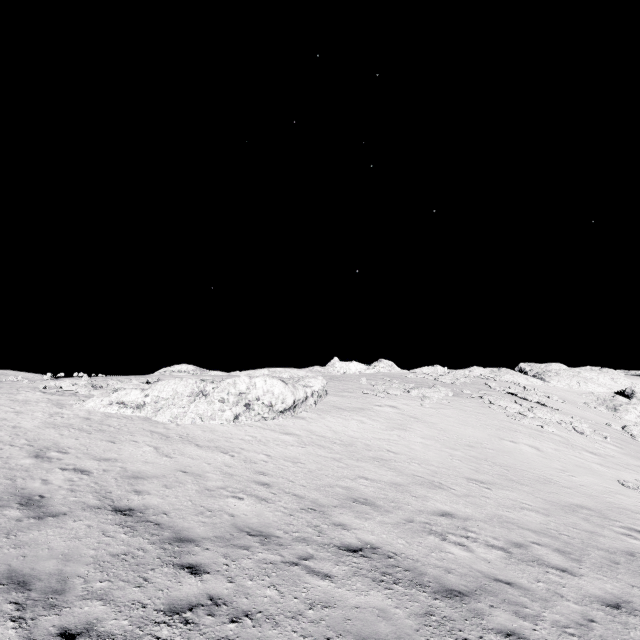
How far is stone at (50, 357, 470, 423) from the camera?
17.33m

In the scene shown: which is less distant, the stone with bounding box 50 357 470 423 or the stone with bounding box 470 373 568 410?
the stone with bounding box 50 357 470 423

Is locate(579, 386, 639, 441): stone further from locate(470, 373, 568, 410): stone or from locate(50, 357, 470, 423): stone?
locate(50, 357, 470, 423): stone

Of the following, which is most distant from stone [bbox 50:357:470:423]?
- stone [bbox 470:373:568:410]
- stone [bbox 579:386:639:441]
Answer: stone [bbox 579:386:639:441]

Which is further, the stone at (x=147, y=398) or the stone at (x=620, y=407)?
the stone at (x=620, y=407)

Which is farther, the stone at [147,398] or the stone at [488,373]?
the stone at [488,373]

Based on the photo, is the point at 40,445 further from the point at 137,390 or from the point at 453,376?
the point at 453,376
